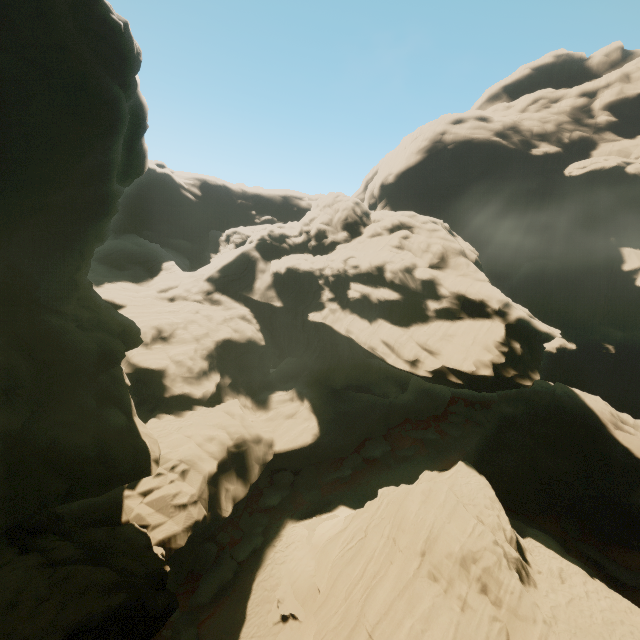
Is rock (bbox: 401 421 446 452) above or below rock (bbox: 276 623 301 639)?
above

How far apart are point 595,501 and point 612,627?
14.0 meters

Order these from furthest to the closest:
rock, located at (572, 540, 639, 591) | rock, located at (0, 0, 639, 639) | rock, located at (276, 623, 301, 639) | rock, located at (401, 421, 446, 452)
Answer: rock, located at (401, 421, 446, 452)
rock, located at (572, 540, 639, 591)
rock, located at (276, 623, 301, 639)
rock, located at (0, 0, 639, 639)

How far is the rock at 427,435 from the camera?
39.3m

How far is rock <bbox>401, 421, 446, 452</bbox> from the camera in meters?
39.3 m

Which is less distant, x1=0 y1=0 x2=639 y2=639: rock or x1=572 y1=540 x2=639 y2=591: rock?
x1=0 y1=0 x2=639 y2=639: rock
